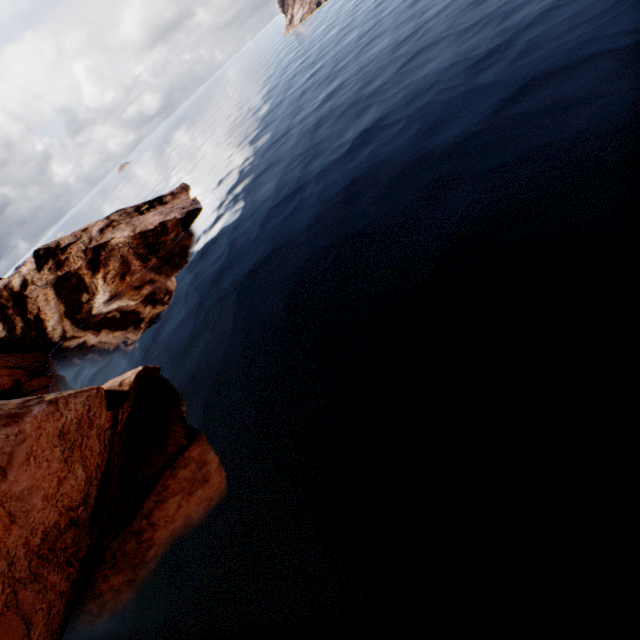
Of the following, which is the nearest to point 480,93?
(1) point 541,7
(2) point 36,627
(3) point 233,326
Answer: (1) point 541,7
